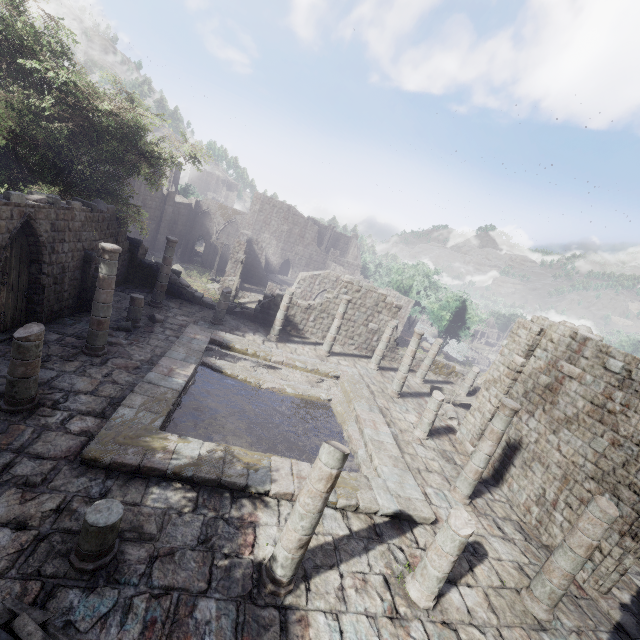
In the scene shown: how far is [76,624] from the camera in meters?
4.9 m

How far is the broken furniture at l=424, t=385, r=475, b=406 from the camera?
19.9m

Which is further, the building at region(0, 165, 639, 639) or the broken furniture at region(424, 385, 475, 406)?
the broken furniture at region(424, 385, 475, 406)

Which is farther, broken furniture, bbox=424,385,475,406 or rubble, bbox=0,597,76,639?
broken furniture, bbox=424,385,475,406

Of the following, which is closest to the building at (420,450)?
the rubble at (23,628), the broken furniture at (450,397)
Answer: the rubble at (23,628)

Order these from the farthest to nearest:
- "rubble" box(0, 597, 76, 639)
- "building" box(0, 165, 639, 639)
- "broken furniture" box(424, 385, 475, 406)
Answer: "broken furniture" box(424, 385, 475, 406), "building" box(0, 165, 639, 639), "rubble" box(0, 597, 76, 639)

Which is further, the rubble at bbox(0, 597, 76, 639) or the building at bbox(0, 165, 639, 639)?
the building at bbox(0, 165, 639, 639)

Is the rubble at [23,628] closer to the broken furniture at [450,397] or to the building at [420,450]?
A: the building at [420,450]
